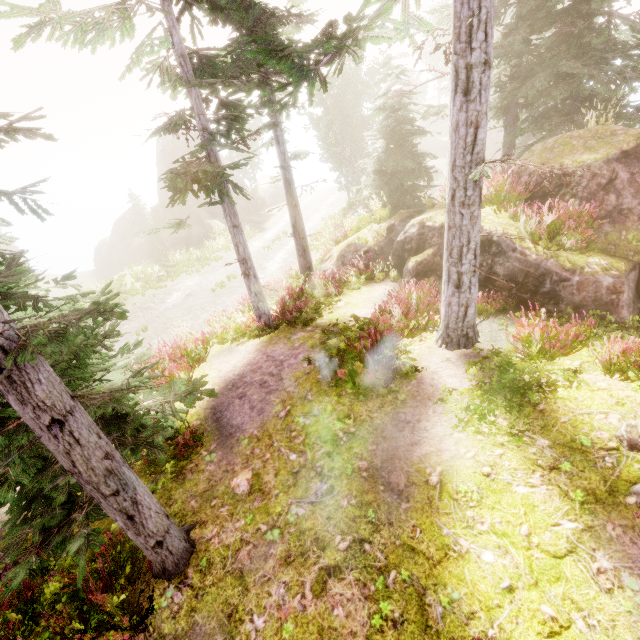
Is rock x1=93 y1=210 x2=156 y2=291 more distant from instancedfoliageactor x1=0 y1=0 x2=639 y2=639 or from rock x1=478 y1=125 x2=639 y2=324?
rock x1=478 y1=125 x2=639 y2=324

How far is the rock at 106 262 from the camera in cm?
3684

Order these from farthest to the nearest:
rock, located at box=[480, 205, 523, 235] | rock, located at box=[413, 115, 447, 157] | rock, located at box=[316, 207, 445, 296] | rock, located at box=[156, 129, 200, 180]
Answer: rock, located at box=[413, 115, 447, 157] → rock, located at box=[156, 129, 200, 180] → rock, located at box=[316, 207, 445, 296] → rock, located at box=[480, 205, 523, 235]

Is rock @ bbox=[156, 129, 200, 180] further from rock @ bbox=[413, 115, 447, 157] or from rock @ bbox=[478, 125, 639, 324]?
rock @ bbox=[413, 115, 447, 157]

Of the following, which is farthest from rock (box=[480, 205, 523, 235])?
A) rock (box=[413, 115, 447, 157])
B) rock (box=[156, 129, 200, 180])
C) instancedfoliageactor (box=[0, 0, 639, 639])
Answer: rock (box=[413, 115, 447, 157])

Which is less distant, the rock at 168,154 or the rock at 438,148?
the rock at 168,154

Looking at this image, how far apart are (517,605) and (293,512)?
2.9 meters

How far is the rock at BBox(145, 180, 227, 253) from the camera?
33.0 meters
